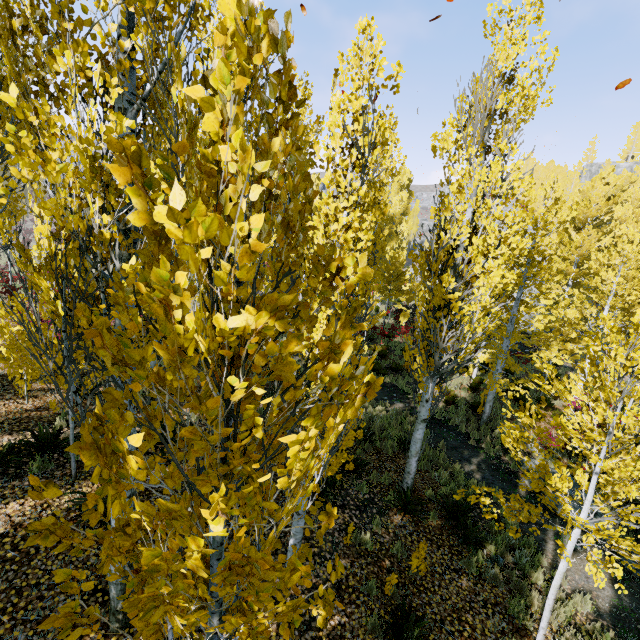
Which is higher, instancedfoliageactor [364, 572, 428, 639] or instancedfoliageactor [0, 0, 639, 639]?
instancedfoliageactor [0, 0, 639, 639]

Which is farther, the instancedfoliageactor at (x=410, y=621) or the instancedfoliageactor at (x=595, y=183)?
the instancedfoliageactor at (x=410, y=621)

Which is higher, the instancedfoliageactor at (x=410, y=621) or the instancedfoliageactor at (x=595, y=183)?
the instancedfoliageactor at (x=595, y=183)

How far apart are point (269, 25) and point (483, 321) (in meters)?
6.56

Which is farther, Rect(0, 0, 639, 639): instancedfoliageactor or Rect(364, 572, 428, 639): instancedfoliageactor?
Rect(364, 572, 428, 639): instancedfoliageactor
